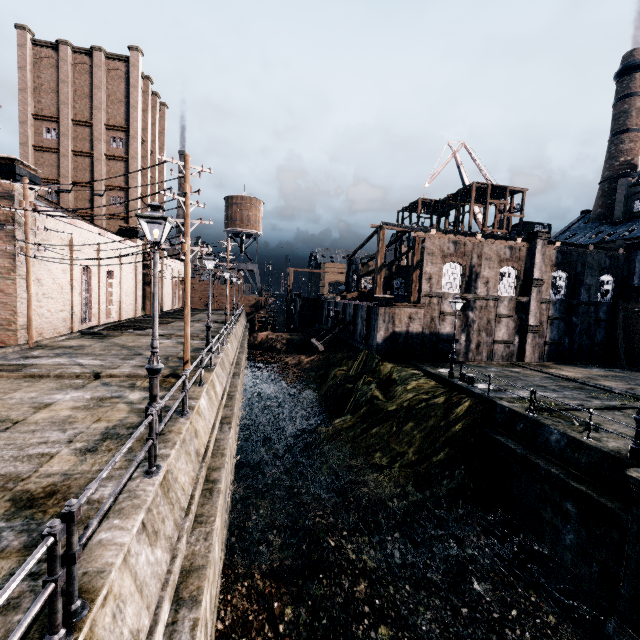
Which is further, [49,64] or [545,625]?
[49,64]

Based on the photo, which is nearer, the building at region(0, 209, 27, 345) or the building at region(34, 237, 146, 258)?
the building at region(0, 209, 27, 345)

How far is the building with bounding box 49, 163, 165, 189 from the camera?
35.59m

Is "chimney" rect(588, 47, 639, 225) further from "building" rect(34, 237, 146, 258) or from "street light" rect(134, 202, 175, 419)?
"building" rect(34, 237, 146, 258)

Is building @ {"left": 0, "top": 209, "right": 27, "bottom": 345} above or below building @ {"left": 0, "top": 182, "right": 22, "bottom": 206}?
below

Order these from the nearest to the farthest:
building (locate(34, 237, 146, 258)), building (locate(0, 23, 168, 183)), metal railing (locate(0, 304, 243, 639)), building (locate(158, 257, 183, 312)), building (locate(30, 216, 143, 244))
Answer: metal railing (locate(0, 304, 243, 639))
building (locate(30, 216, 143, 244))
building (locate(34, 237, 146, 258))
building (locate(0, 23, 168, 183))
building (locate(158, 257, 183, 312))

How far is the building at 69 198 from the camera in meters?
34.3 m
